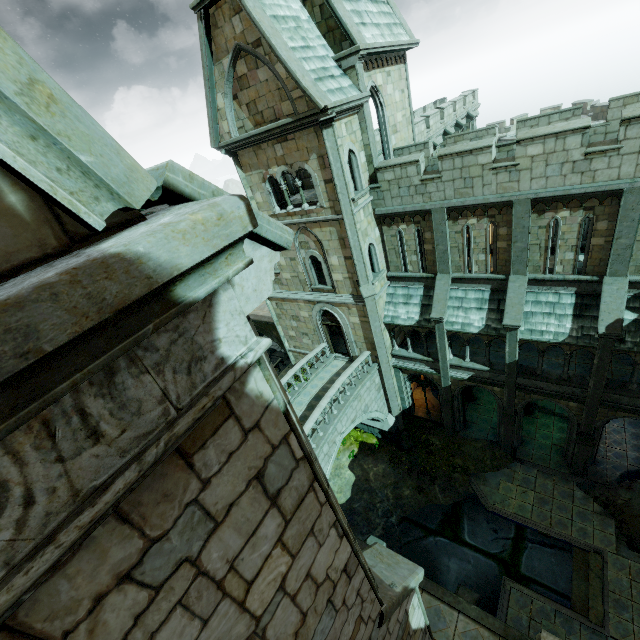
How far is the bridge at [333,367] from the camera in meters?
17.2

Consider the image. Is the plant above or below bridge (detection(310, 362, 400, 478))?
below

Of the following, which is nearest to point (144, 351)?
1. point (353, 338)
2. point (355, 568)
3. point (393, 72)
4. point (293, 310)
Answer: point (355, 568)

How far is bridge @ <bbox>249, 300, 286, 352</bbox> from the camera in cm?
2739

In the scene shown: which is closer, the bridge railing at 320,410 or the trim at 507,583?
the trim at 507,583

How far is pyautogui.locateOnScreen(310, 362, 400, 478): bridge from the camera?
15.41m

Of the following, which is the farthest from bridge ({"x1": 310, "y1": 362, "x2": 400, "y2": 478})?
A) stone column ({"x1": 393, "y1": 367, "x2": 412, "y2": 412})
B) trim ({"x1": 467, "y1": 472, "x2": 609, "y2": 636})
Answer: trim ({"x1": 467, "y1": 472, "x2": 609, "y2": 636})

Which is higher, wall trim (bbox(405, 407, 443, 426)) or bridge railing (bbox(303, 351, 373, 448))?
bridge railing (bbox(303, 351, 373, 448))
